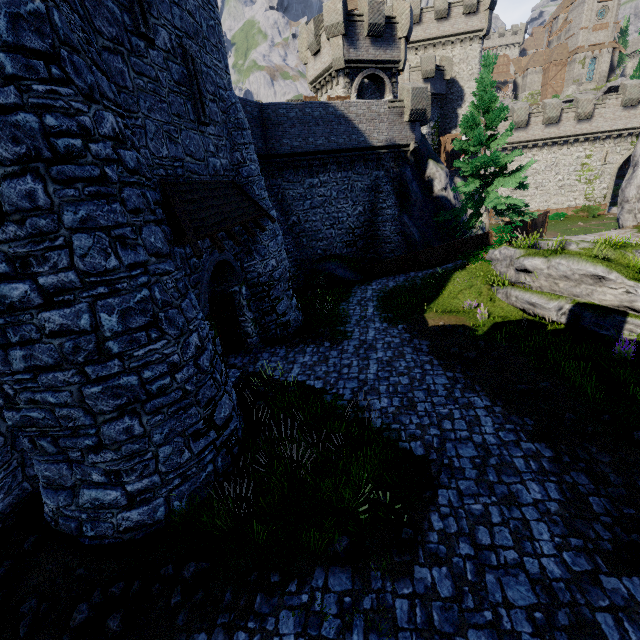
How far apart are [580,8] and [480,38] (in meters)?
46.82

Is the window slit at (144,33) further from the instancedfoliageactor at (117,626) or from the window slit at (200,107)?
the instancedfoliageactor at (117,626)

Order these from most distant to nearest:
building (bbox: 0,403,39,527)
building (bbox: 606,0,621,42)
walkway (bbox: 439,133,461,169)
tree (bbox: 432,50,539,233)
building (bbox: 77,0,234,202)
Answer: building (bbox: 606,0,621,42) < walkway (bbox: 439,133,461,169) < tree (bbox: 432,50,539,233) < building (bbox: 0,403,39,527) < building (bbox: 77,0,234,202)

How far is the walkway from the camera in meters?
35.7 m

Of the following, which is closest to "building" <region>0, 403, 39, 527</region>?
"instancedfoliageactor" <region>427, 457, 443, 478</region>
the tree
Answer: "instancedfoliageactor" <region>427, 457, 443, 478</region>

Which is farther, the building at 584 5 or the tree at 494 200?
the building at 584 5

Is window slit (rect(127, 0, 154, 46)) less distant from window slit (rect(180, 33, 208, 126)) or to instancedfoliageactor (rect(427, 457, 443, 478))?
window slit (rect(180, 33, 208, 126))

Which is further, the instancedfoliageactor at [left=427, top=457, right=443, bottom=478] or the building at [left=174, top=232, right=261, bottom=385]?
the building at [left=174, top=232, right=261, bottom=385]
